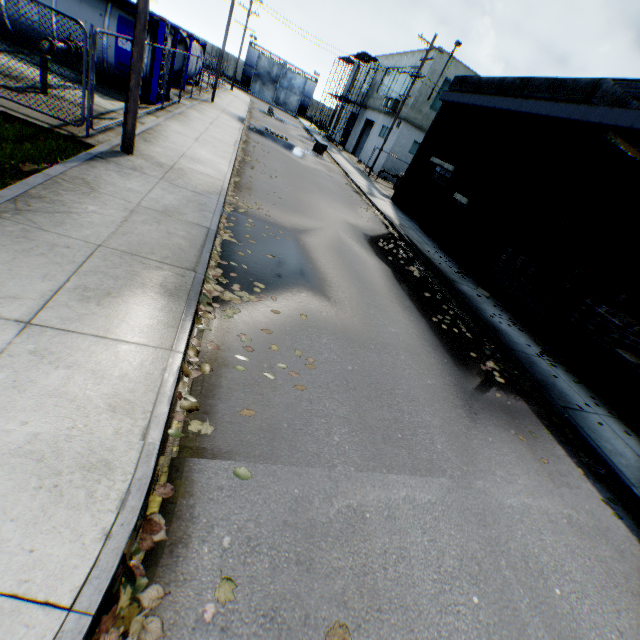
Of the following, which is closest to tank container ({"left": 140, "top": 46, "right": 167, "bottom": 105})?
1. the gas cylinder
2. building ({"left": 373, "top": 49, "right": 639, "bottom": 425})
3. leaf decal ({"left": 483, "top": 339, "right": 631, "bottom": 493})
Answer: building ({"left": 373, "top": 49, "right": 639, "bottom": 425})

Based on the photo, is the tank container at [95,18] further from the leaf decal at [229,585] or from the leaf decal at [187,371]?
the leaf decal at [229,585]

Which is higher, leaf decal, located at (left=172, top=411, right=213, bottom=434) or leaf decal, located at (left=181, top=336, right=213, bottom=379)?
leaf decal, located at (left=181, top=336, right=213, bottom=379)

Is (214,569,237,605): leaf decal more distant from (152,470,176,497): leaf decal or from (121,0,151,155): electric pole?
(121,0,151,155): electric pole

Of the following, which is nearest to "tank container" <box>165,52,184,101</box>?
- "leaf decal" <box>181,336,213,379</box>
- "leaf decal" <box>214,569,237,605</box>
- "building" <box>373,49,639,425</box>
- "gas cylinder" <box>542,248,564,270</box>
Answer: "building" <box>373,49,639,425</box>

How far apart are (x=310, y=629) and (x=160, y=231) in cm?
584

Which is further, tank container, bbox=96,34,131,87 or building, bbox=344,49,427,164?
building, bbox=344,49,427,164

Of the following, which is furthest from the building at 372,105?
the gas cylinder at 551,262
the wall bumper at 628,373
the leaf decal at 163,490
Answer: the leaf decal at 163,490
